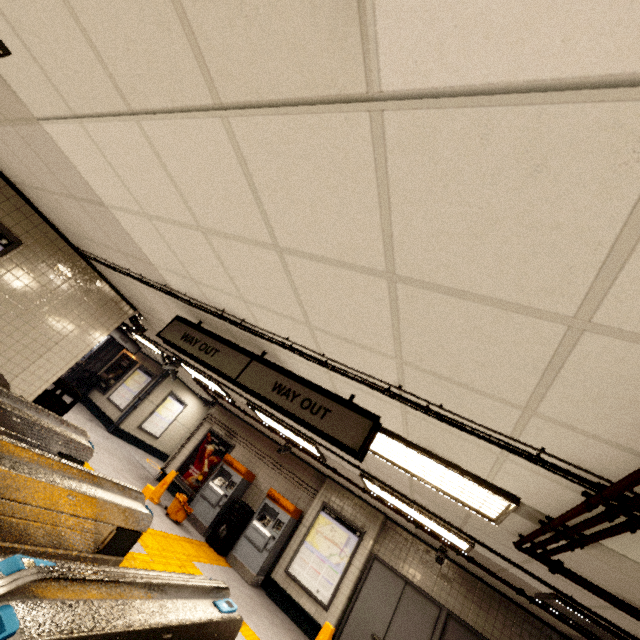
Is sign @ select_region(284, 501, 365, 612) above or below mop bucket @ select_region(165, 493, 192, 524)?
above

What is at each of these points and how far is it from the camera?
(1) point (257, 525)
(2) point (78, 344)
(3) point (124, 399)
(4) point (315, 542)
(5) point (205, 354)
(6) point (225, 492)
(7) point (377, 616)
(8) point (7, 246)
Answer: (1) ticket machine, 8.16m
(2) building, 5.91m
(3) sign, 12.80m
(4) sign, 8.02m
(5) sign, 3.76m
(6) ticket machine, 8.92m
(7) door, 7.04m
(8) sign, 4.72m

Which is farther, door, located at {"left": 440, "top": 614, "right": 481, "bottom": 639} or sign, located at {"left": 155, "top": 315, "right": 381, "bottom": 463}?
door, located at {"left": 440, "top": 614, "right": 481, "bottom": 639}

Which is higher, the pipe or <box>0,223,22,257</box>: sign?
the pipe

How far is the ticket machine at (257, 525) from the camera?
7.69m

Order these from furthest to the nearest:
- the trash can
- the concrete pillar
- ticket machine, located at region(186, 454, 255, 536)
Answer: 1. the concrete pillar
2. ticket machine, located at region(186, 454, 255, 536)
3. the trash can

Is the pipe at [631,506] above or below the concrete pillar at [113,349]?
above

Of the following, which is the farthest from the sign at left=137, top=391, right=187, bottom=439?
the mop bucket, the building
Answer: the building
